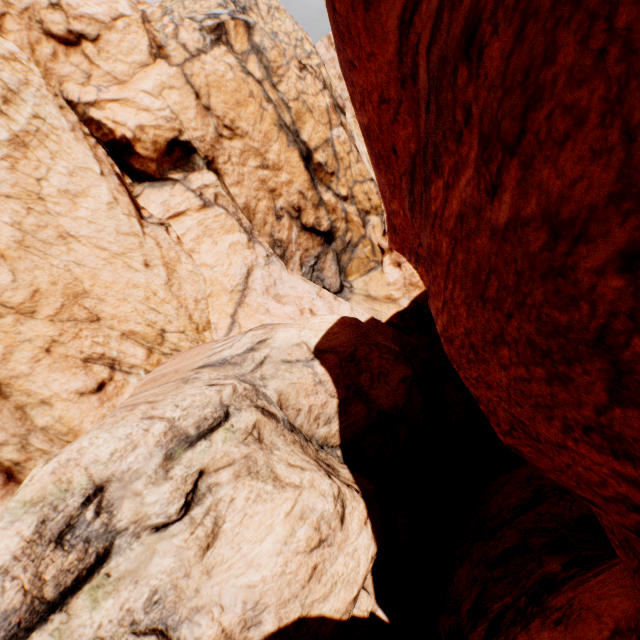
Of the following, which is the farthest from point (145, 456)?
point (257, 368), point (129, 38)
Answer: point (129, 38)
